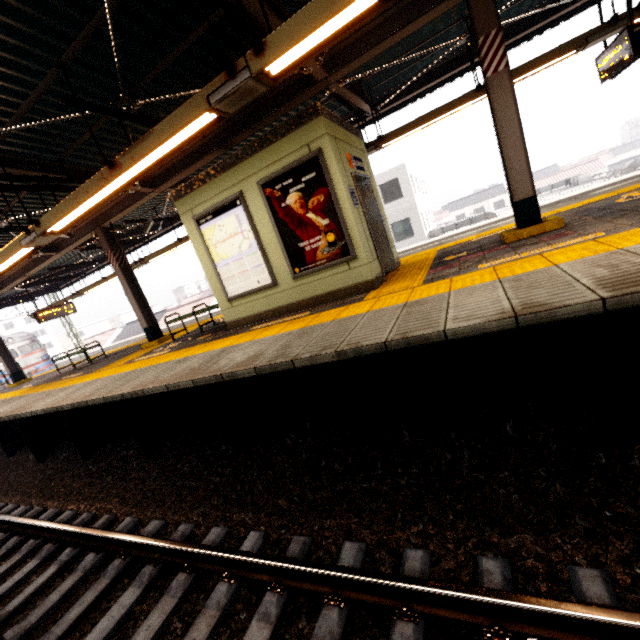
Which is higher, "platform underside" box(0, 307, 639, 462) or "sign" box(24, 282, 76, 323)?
"sign" box(24, 282, 76, 323)

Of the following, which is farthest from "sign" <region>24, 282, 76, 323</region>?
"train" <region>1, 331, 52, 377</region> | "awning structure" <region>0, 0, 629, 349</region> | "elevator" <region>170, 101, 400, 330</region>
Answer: "train" <region>1, 331, 52, 377</region>

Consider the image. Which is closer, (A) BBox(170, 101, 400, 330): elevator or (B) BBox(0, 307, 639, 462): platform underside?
(B) BBox(0, 307, 639, 462): platform underside

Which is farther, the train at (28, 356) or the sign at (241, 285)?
the train at (28, 356)

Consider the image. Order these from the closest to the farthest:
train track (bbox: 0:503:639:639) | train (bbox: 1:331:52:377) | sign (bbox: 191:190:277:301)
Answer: train track (bbox: 0:503:639:639) → sign (bbox: 191:190:277:301) → train (bbox: 1:331:52:377)

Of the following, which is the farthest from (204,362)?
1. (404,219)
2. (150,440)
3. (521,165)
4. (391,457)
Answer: (404,219)

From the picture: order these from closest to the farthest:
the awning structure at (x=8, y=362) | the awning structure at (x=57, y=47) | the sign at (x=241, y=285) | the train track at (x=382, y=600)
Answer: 1. the train track at (x=382, y=600)
2. the awning structure at (x=57, y=47)
3. the sign at (x=241, y=285)
4. the awning structure at (x=8, y=362)

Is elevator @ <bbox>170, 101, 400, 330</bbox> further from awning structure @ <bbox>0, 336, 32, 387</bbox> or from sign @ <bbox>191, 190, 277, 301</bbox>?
awning structure @ <bbox>0, 336, 32, 387</bbox>
